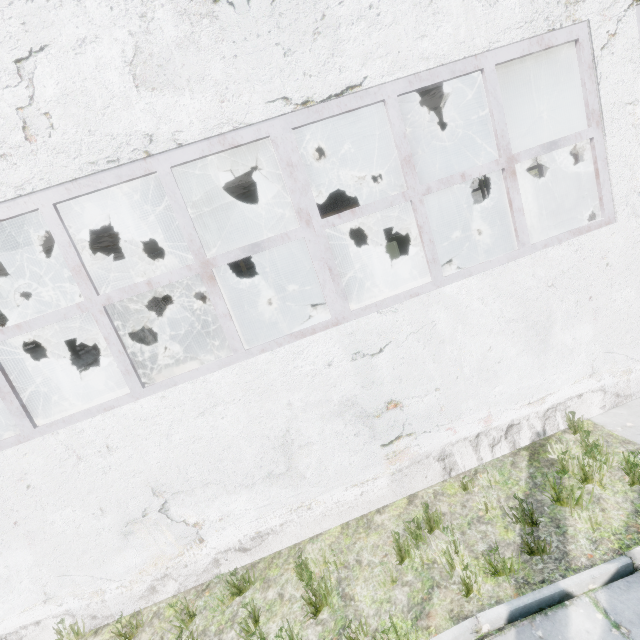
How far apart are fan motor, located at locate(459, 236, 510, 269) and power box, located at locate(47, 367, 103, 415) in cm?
1386

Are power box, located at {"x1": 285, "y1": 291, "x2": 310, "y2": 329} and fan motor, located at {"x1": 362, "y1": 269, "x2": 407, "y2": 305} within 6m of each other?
yes

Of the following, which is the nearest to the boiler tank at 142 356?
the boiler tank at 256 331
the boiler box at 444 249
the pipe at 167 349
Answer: the pipe at 167 349

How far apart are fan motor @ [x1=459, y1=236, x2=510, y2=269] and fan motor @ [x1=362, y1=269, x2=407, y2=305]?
2.43m

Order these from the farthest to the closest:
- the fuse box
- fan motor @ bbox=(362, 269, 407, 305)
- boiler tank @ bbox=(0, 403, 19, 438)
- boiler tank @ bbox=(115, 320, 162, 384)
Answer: the fuse box
boiler tank @ bbox=(115, 320, 162, 384)
fan motor @ bbox=(362, 269, 407, 305)
boiler tank @ bbox=(0, 403, 19, 438)

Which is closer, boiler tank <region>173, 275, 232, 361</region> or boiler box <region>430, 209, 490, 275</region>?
boiler tank <region>173, 275, 232, 361</region>

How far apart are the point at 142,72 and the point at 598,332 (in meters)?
6.60

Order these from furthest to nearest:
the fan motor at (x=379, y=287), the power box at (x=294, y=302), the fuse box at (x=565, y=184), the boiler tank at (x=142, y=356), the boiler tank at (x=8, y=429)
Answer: the fuse box at (x=565, y=184)
the boiler tank at (x=142, y=356)
the fan motor at (x=379, y=287)
the power box at (x=294, y=302)
the boiler tank at (x=8, y=429)
